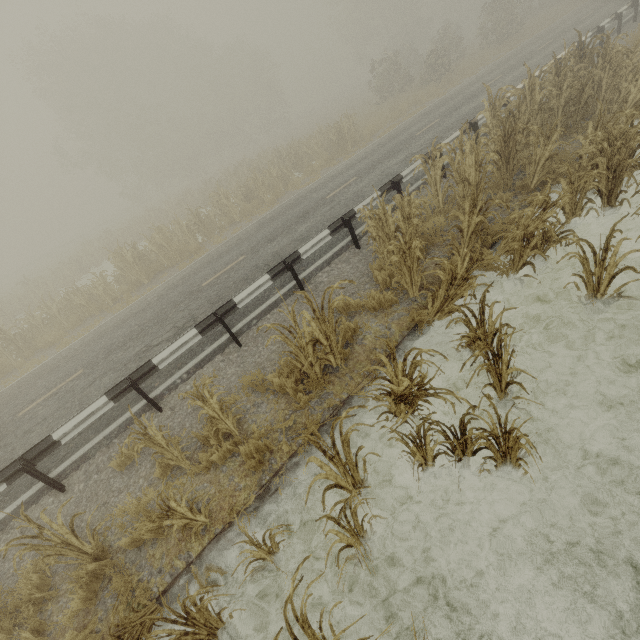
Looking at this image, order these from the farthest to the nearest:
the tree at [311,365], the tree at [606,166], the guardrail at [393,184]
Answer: the guardrail at [393,184]
the tree at [311,365]
the tree at [606,166]

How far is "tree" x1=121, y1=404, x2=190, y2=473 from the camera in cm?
431

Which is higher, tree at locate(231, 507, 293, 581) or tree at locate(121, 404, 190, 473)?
tree at locate(121, 404, 190, 473)

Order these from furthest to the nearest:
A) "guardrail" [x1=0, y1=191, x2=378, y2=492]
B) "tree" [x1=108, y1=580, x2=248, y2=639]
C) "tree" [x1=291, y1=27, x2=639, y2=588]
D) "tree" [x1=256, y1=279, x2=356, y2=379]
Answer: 1. "guardrail" [x1=0, y1=191, x2=378, y2=492]
2. "tree" [x1=256, y1=279, x2=356, y2=379]
3. "tree" [x1=291, y1=27, x2=639, y2=588]
4. "tree" [x1=108, y1=580, x2=248, y2=639]

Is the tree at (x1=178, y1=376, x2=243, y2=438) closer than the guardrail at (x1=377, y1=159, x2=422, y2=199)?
Yes

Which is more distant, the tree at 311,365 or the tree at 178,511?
the tree at 311,365

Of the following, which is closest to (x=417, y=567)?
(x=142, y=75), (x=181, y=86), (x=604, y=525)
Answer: (x=604, y=525)
